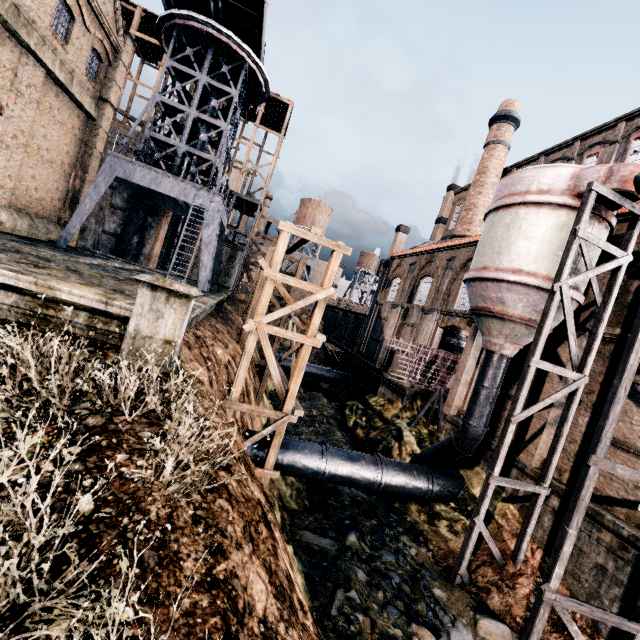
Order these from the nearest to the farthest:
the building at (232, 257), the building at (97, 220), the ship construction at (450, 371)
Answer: the ship construction at (450, 371), the building at (97, 220), the building at (232, 257)

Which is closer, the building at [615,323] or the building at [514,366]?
the building at [615,323]

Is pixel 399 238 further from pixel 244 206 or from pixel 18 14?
pixel 18 14

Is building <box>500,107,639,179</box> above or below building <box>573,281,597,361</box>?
above

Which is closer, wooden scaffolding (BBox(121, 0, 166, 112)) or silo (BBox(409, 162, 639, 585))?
silo (BBox(409, 162, 639, 585))

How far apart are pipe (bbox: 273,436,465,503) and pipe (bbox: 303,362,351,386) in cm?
1844

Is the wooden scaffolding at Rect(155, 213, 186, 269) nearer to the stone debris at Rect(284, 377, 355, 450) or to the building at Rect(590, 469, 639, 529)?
the building at Rect(590, 469, 639, 529)

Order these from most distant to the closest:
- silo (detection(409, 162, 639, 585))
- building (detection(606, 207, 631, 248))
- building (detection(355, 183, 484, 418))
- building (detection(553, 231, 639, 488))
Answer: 1. building (detection(355, 183, 484, 418))
2. building (detection(606, 207, 631, 248))
3. building (detection(553, 231, 639, 488))
4. silo (detection(409, 162, 639, 585))
